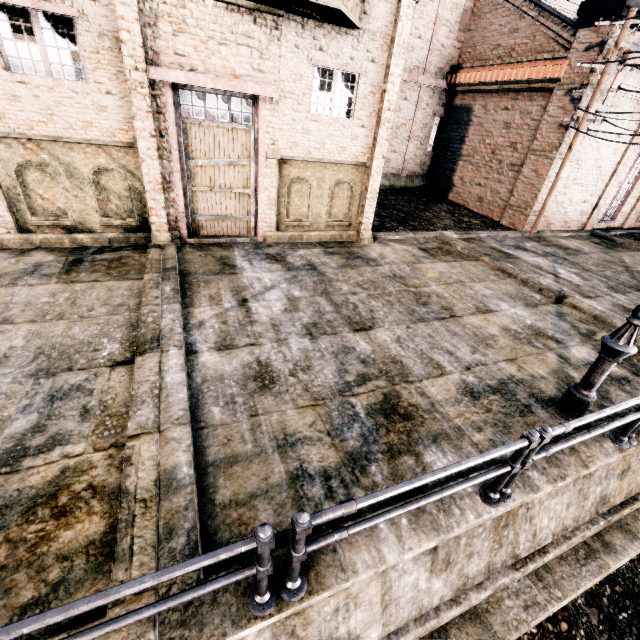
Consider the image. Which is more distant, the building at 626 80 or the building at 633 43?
the building at 626 80

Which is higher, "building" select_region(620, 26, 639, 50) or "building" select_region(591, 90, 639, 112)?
"building" select_region(620, 26, 639, 50)

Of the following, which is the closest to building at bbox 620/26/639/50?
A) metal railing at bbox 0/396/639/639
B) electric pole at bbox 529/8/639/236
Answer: electric pole at bbox 529/8/639/236

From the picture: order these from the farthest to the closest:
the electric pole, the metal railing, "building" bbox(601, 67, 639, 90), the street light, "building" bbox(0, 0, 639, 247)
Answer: "building" bbox(601, 67, 639, 90) → the electric pole → "building" bbox(0, 0, 639, 247) → the street light → the metal railing

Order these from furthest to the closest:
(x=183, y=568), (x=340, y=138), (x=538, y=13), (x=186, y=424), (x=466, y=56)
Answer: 1. (x=466, y=56)
2. (x=538, y=13)
3. (x=340, y=138)
4. (x=186, y=424)
5. (x=183, y=568)

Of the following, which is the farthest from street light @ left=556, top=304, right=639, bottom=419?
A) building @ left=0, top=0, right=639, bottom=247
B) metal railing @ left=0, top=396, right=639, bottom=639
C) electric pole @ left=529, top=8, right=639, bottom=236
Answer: building @ left=0, top=0, right=639, bottom=247

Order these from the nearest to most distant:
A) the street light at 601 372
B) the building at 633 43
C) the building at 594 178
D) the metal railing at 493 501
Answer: the metal railing at 493 501 → the street light at 601 372 → the building at 633 43 → the building at 594 178
